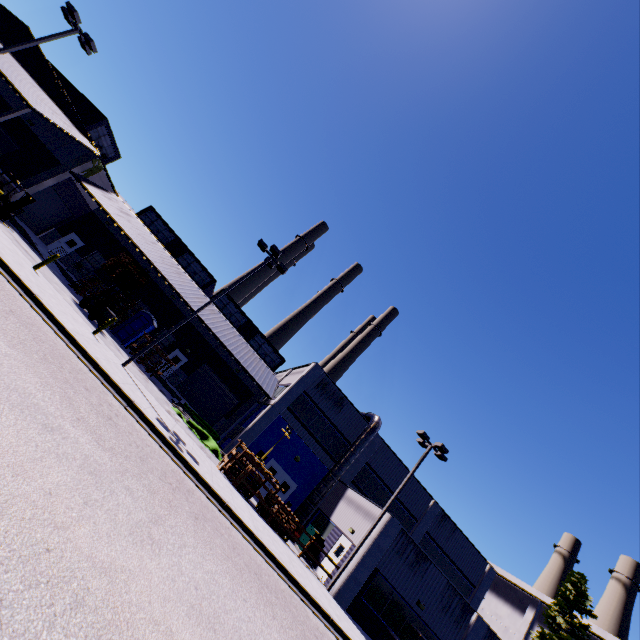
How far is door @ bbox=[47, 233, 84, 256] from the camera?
28.9m

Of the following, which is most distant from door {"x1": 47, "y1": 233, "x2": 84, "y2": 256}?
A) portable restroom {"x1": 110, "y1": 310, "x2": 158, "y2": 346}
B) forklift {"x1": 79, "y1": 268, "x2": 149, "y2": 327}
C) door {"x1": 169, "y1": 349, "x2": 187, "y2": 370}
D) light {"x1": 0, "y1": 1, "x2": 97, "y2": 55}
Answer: light {"x1": 0, "y1": 1, "x2": 97, "y2": 55}

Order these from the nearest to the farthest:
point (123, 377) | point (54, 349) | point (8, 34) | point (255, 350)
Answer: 1. point (54, 349)
2. point (123, 377)
3. point (8, 34)
4. point (255, 350)

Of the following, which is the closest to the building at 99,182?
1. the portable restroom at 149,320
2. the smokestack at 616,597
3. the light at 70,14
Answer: the portable restroom at 149,320

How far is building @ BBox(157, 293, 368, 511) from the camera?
24.8 meters

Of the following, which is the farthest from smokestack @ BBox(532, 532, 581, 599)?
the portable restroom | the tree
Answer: the portable restroom

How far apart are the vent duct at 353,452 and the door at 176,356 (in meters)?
4.74

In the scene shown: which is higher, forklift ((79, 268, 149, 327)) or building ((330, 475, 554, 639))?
building ((330, 475, 554, 639))
